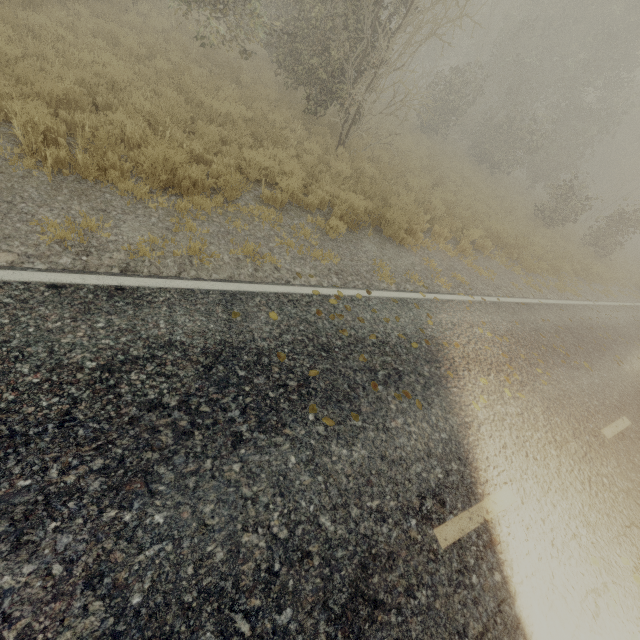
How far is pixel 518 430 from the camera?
4.96m
